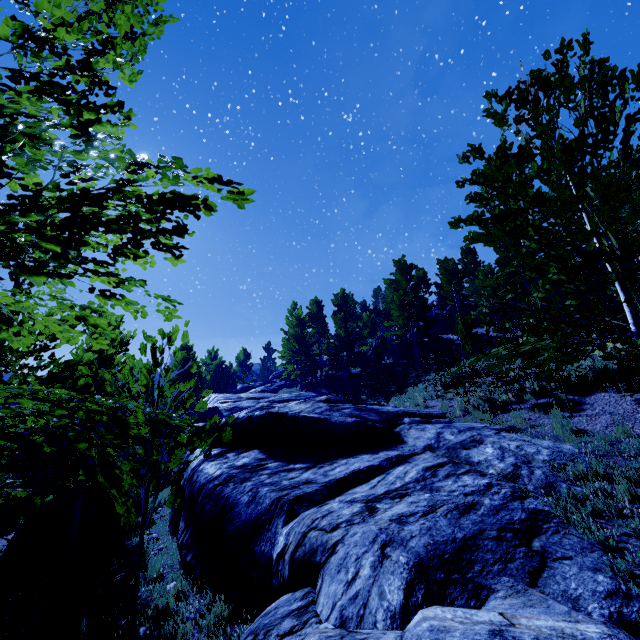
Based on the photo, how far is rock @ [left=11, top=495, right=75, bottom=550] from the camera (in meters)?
9.90

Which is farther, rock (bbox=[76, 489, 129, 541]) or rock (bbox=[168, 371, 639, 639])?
rock (bbox=[76, 489, 129, 541])

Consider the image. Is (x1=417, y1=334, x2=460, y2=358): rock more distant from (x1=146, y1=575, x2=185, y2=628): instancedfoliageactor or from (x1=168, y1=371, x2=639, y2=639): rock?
(x1=168, y1=371, x2=639, y2=639): rock

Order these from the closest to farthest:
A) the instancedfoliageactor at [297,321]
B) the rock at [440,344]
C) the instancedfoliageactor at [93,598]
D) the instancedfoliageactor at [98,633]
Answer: the instancedfoliageactor at [297,321], the instancedfoliageactor at [98,633], the instancedfoliageactor at [93,598], the rock at [440,344]

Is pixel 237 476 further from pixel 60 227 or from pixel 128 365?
pixel 60 227

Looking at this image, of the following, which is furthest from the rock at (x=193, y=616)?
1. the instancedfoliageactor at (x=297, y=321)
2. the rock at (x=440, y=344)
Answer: the rock at (x=440, y=344)

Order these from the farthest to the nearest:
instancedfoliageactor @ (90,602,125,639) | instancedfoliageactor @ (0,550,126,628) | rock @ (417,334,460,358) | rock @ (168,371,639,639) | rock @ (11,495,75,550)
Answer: rock @ (417,334,460,358) < rock @ (11,495,75,550) < instancedfoliageactor @ (0,550,126,628) < instancedfoliageactor @ (90,602,125,639) < rock @ (168,371,639,639)
